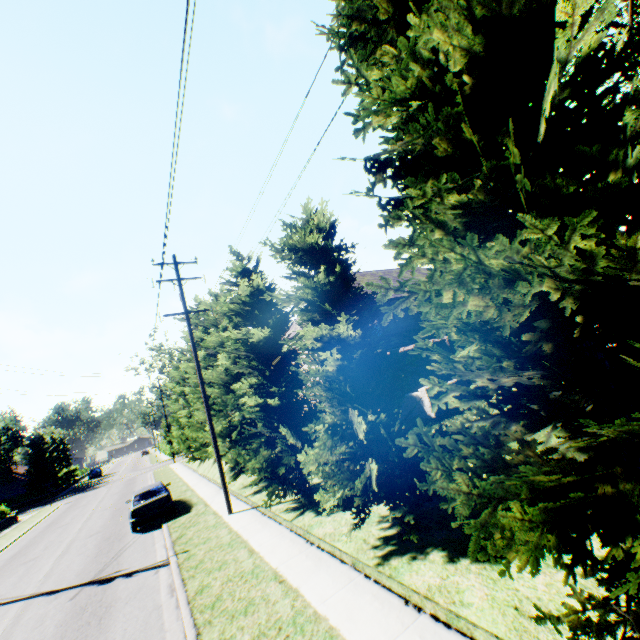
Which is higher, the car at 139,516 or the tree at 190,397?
the tree at 190,397

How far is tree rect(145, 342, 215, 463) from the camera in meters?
21.4

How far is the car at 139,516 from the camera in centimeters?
1499cm

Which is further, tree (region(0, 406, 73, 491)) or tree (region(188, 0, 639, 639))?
tree (region(0, 406, 73, 491))

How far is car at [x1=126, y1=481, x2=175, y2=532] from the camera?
15.0 meters

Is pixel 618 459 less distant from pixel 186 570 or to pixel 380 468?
pixel 380 468

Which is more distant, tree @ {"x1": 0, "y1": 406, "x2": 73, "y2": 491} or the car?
tree @ {"x1": 0, "y1": 406, "x2": 73, "y2": 491}

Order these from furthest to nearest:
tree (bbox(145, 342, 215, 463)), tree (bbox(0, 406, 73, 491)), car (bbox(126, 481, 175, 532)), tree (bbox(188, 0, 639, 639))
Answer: tree (bbox(0, 406, 73, 491)), tree (bbox(145, 342, 215, 463)), car (bbox(126, 481, 175, 532)), tree (bbox(188, 0, 639, 639))
